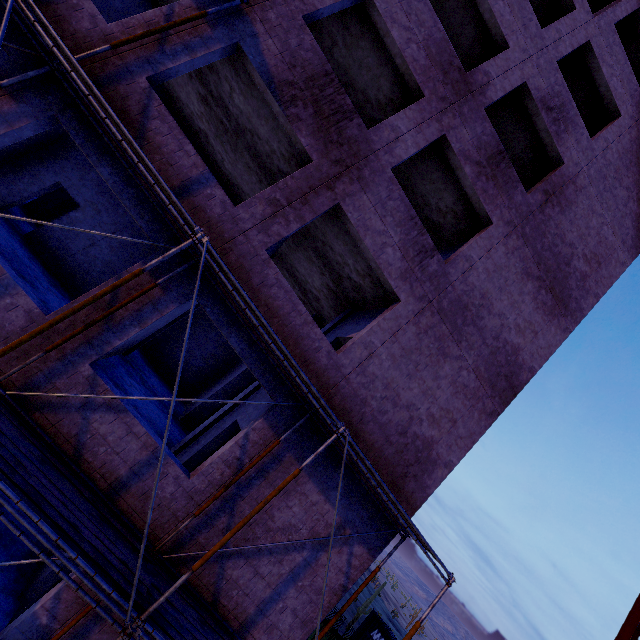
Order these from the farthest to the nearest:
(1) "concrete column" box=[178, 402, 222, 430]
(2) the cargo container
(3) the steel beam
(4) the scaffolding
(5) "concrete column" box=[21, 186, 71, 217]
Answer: (2) the cargo container < (5) "concrete column" box=[21, 186, 71, 217] < (1) "concrete column" box=[178, 402, 222, 430] < (3) the steel beam < (4) the scaffolding

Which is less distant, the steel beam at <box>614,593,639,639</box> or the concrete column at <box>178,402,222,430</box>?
the steel beam at <box>614,593,639,639</box>

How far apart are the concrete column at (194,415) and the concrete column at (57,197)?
11.99m

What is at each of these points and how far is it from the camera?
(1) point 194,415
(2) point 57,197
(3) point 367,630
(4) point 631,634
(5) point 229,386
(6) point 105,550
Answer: (1) concrete column, 13.67m
(2) concrete column, 15.55m
(3) cargo container, 20.80m
(4) steel beam, 11.28m
(5) concrete column, 14.21m
(6) scaffolding, 4.88m

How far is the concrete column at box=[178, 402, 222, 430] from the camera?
13.5 meters

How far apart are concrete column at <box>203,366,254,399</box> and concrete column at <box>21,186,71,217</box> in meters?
12.0 m

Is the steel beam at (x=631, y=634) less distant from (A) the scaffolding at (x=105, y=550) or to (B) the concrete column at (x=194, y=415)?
(A) the scaffolding at (x=105, y=550)
